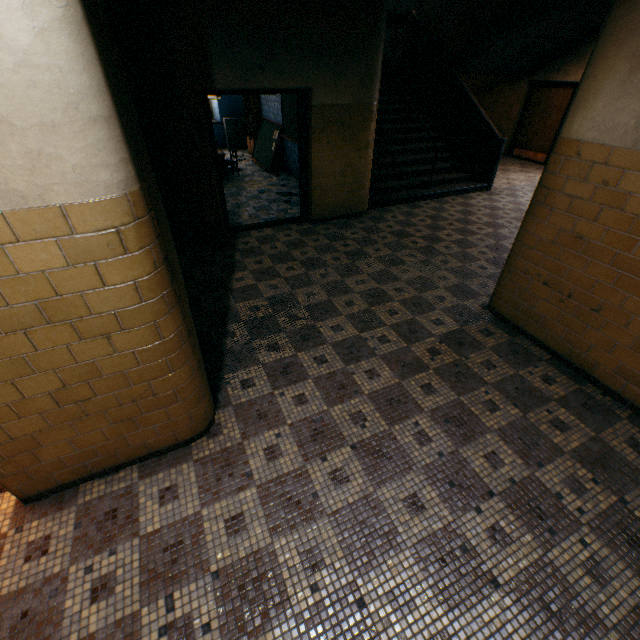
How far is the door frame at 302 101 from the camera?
4.9m

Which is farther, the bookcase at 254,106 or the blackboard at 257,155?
Answer: the bookcase at 254,106

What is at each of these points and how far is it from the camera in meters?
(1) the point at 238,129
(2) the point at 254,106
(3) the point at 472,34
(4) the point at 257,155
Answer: (1) cabinet, 11.8 m
(2) bookcase, 10.1 m
(3) stairs, 7.7 m
(4) blackboard, 10.5 m

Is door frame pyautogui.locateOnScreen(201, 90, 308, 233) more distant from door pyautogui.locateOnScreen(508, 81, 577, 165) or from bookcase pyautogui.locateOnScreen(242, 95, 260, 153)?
door pyautogui.locateOnScreen(508, 81, 577, 165)

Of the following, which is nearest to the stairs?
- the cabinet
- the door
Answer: the door

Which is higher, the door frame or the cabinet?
the door frame

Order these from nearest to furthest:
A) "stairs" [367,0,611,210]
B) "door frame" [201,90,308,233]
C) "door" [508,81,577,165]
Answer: "door frame" [201,90,308,233] → "stairs" [367,0,611,210] → "door" [508,81,577,165]
